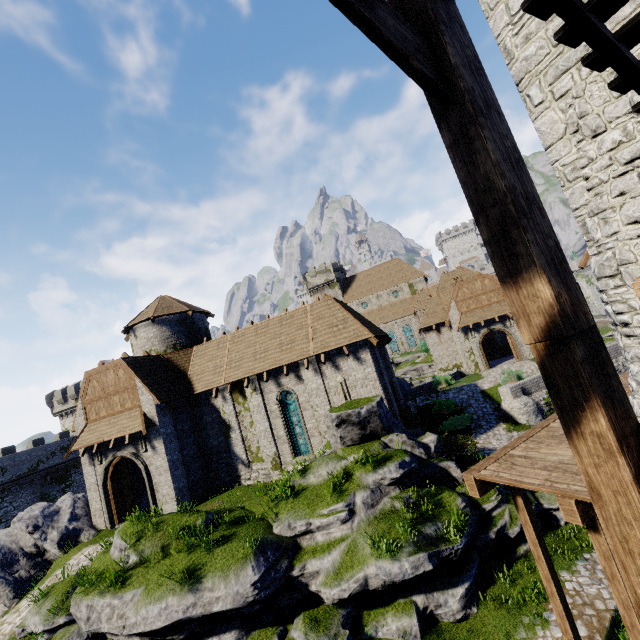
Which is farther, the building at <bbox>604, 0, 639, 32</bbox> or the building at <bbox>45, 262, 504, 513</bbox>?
the building at <bbox>45, 262, 504, 513</bbox>

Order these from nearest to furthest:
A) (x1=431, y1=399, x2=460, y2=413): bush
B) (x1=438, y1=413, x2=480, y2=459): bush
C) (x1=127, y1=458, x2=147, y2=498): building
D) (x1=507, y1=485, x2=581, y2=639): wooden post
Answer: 1. (x1=507, y1=485, x2=581, y2=639): wooden post
2. (x1=438, y1=413, x2=480, y2=459): bush
3. (x1=127, y1=458, x2=147, y2=498): building
4. (x1=431, y1=399, x2=460, y2=413): bush

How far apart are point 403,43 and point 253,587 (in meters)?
12.56

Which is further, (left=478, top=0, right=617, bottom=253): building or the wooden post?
the wooden post

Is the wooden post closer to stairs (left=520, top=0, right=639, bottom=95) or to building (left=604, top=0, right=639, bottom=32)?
building (left=604, top=0, right=639, bottom=32)

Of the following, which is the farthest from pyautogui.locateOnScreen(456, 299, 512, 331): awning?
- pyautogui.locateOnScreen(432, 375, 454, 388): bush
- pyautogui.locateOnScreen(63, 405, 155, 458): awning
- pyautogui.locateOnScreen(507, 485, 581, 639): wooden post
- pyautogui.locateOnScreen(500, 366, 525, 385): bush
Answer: pyautogui.locateOnScreen(63, 405, 155, 458): awning

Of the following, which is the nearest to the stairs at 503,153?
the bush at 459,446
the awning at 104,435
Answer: the bush at 459,446

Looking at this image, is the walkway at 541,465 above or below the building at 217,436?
below
